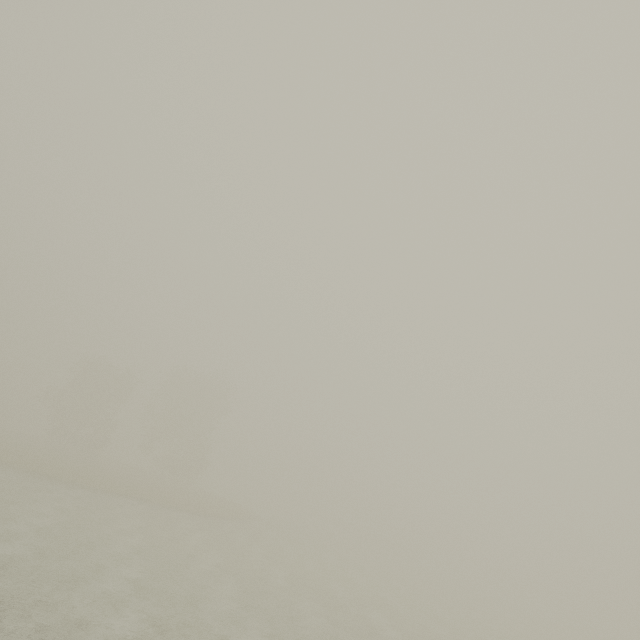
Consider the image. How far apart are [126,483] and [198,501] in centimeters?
866cm
